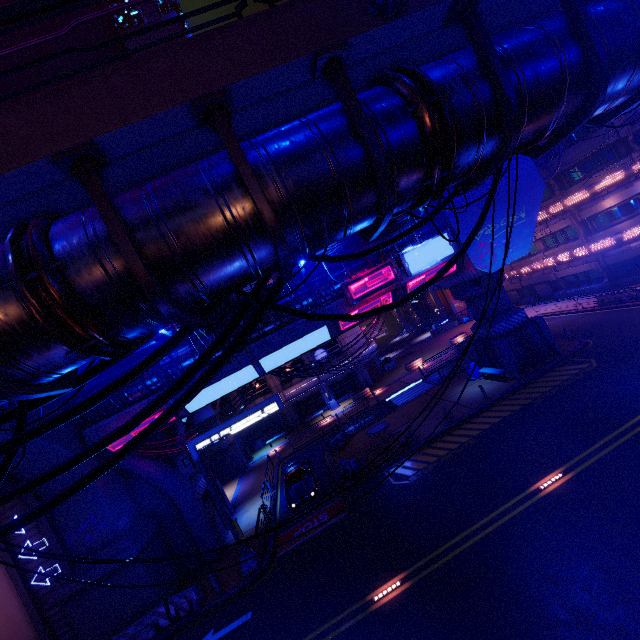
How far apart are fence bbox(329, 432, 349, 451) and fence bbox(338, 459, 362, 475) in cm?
385

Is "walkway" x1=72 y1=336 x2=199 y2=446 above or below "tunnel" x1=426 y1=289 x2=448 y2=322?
above

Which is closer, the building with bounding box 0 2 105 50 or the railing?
the railing

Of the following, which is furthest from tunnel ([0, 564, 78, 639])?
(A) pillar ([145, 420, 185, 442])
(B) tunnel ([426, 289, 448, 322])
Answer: (B) tunnel ([426, 289, 448, 322])

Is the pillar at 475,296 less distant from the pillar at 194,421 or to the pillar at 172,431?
the pillar at 172,431

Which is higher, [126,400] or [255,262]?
[126,400]

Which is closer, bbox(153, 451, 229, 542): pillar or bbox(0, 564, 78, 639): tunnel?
bbox(0, 564, 78, 639): tunnel

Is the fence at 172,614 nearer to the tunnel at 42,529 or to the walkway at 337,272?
the tunnel at 42,529
